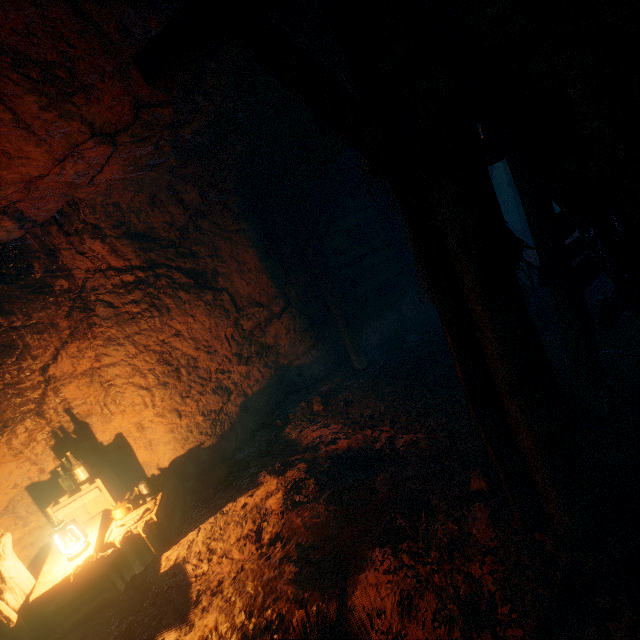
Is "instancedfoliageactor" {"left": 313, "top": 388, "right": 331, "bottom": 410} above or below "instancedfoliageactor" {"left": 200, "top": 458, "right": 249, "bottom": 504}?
below

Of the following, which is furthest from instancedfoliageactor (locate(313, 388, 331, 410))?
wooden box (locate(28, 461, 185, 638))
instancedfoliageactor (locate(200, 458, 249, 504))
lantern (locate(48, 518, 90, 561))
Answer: lantern (locate(48, 518, 90, 561))

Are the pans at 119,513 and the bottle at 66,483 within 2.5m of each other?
yes

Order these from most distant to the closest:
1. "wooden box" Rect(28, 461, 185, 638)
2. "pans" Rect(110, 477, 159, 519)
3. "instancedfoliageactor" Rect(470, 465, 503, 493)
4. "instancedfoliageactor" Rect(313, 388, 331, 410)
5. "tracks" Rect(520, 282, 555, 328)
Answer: "instancedfoliageactor" Rect(313, 388, 331, 410) → "tracks" Rect(520, 282, 555, 328) → "pans" Rect(110, 477, 159, 519) → "wooden box" Rect(28, 461, 185, 638) → "instancedfoliageactor" Rect(470, 465, 503, 493)

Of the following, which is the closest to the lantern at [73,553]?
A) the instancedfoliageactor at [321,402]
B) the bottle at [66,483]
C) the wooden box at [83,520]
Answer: the wooden box at [83,520]

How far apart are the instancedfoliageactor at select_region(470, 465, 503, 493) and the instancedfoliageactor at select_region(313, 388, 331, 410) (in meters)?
3.16

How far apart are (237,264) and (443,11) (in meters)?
5.06

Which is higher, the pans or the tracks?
the pans
